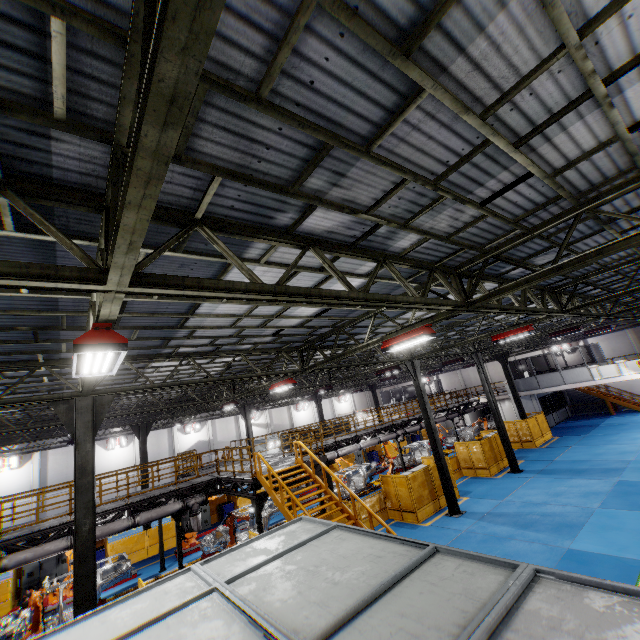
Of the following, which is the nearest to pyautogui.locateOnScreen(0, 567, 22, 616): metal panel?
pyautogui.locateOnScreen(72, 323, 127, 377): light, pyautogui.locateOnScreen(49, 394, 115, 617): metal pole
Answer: pyautogui.locateOnScreen(49, 394, 115, 617): metal pole

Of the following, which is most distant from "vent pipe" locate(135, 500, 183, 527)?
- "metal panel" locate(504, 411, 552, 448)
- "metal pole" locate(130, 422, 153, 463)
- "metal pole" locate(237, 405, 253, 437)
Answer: "metal pole" locate(237, 405, 253, 437)

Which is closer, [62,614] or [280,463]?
[62,614]

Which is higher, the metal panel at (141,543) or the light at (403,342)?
the light at (403,342)

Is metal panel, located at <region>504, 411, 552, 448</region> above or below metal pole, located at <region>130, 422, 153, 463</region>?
below

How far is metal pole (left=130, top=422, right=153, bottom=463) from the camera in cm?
2188

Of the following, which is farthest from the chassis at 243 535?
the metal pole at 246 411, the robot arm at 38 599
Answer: the metal pole at 246 411

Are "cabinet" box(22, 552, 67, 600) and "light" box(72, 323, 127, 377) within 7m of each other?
no
